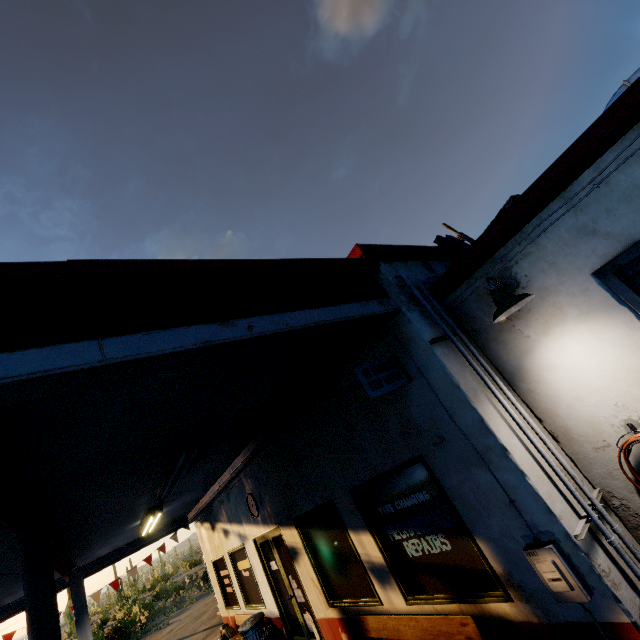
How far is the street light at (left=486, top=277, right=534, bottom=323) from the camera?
3.1m

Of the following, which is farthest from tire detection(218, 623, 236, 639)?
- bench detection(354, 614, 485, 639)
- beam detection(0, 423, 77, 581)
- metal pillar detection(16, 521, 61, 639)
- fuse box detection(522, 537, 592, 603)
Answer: fuse box detection(522, 537, 592, 603)

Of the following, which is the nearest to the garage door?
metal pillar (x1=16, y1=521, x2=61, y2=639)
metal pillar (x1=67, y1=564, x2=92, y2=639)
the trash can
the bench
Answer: the bench

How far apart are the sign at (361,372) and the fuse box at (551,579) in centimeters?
180cm

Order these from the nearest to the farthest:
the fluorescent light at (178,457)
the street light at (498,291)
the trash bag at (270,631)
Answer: the street light at (498,291)
the fluorescent light at (178,457)
the trash bag at (270,631)

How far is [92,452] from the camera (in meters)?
3.58

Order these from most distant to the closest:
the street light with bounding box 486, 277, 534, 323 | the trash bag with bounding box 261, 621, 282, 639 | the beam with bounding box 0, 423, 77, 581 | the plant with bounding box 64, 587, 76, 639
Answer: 1. the plant with bounding box 64, 587, 76, 639
2. the trash bag with bounding box 261, 621, 282, 639
3. the street light with bounding box 486, 277, 534, 323
4. the beam with bounding box 0, 423, 77, 581

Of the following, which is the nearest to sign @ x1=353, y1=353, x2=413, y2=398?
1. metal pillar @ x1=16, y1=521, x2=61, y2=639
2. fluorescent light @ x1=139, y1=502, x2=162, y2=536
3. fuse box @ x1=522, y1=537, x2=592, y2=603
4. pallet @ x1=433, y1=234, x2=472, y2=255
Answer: fuse box @ x1=522, y1=537, x2=592, y2=603
